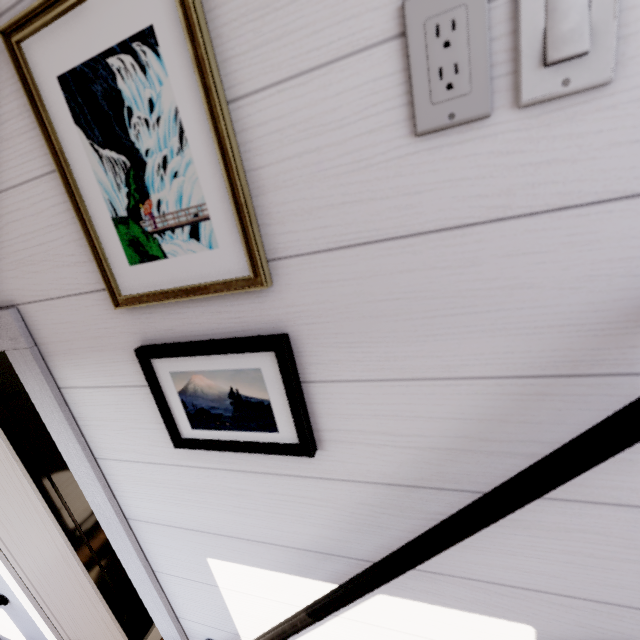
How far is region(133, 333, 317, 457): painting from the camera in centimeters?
56cm

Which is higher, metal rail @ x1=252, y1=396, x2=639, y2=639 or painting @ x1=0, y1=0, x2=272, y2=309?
painting @ x1=0, y1=0, x2=272, y2=309

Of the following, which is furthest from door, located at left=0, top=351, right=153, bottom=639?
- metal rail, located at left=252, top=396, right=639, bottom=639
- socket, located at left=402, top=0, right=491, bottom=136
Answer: socket, located at left=402, top=0, right=491, bottom=136

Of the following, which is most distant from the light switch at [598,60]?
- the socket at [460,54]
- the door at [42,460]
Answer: the door at [42,460]

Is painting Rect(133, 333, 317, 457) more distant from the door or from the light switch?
the door

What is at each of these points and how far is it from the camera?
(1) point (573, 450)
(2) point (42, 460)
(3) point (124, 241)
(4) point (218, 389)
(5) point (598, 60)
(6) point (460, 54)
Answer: (1) metal rail, 0.4m
(2) door, 1.7m
(3) painting, 0.6m
(4) painting, 0.6m
(5) light switch, 0.3m
(6) socket, 0.3m

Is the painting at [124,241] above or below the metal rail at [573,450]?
above
